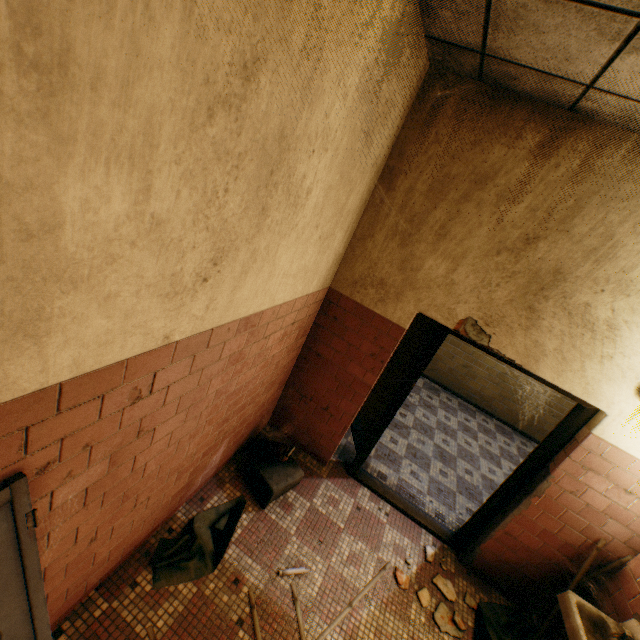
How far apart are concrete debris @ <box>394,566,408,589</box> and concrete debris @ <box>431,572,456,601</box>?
0.1 meters

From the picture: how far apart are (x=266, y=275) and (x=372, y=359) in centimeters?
173cm

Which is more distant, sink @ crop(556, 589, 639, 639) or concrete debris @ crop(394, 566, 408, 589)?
concrete debris @ crop(394, 566, 408, 589)

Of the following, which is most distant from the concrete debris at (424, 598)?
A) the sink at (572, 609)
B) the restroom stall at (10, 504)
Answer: the restroom stall at (10, 504)

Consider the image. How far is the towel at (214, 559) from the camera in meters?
2.4 m

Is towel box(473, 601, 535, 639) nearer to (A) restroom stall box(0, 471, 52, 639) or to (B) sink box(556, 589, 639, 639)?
(B) sink box(556, 589, 639, 639)

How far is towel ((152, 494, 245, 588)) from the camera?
2.4 meters
